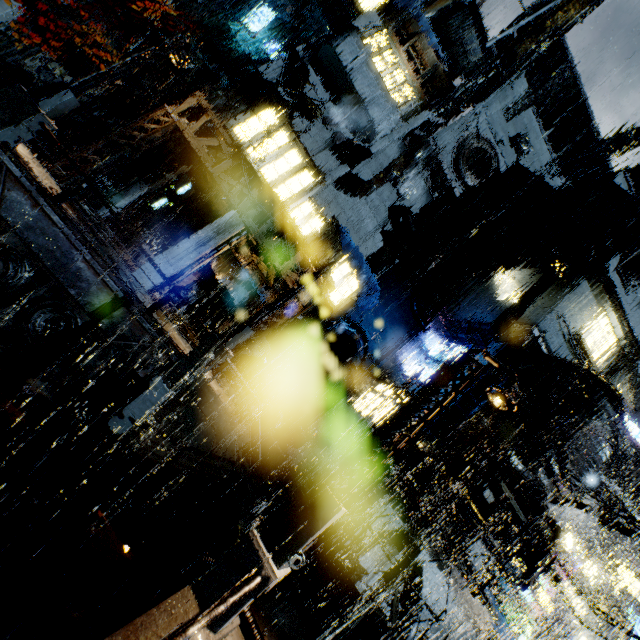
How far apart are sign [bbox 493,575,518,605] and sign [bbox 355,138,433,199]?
27.9m

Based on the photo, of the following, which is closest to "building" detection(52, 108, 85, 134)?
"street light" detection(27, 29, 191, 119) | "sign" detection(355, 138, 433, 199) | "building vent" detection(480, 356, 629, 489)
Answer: "building vent" detection(480, 356, 629, 489)

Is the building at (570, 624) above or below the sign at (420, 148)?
below

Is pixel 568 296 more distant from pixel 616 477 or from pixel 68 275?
pixel 616 477

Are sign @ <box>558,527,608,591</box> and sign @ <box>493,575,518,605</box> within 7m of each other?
yes

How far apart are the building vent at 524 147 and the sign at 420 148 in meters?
14.7

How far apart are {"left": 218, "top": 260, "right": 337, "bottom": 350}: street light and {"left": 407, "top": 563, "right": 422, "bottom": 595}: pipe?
13.05m

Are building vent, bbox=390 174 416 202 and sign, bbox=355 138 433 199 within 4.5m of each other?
yes
